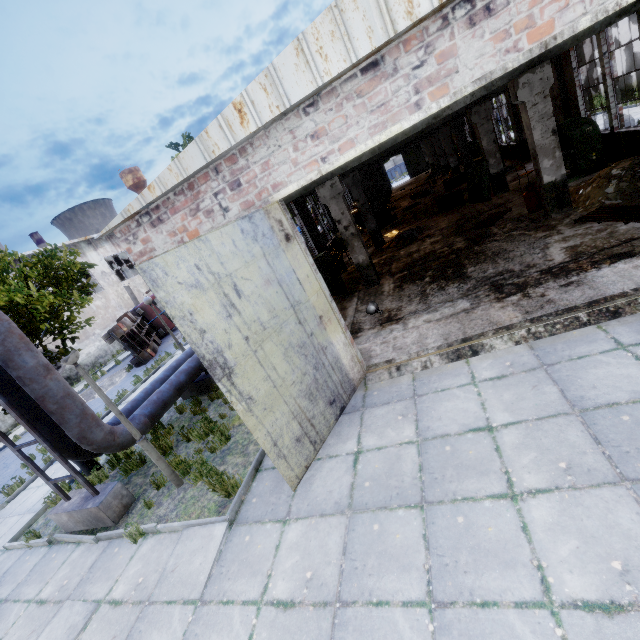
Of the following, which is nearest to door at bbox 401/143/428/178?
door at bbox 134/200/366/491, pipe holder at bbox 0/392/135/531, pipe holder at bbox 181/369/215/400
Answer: pipe holder at bbox 181/369/215/400

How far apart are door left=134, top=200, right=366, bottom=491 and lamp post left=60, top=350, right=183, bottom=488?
2.89m

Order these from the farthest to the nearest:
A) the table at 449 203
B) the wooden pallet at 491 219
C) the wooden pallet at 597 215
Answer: the table at 449 203, the wooden pallet at 491 219, the wooden pallet at 597 215

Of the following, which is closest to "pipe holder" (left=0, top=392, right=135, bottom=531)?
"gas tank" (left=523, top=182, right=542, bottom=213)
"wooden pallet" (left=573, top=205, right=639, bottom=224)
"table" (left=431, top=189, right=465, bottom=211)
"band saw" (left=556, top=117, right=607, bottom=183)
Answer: "wooden pallet" (left=573, top=205, right=639, bottom=224)

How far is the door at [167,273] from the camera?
4.1m

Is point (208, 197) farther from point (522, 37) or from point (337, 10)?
point (522, 37)

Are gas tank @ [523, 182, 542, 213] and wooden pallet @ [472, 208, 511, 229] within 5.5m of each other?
yes

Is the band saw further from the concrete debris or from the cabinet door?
the cabinet door
